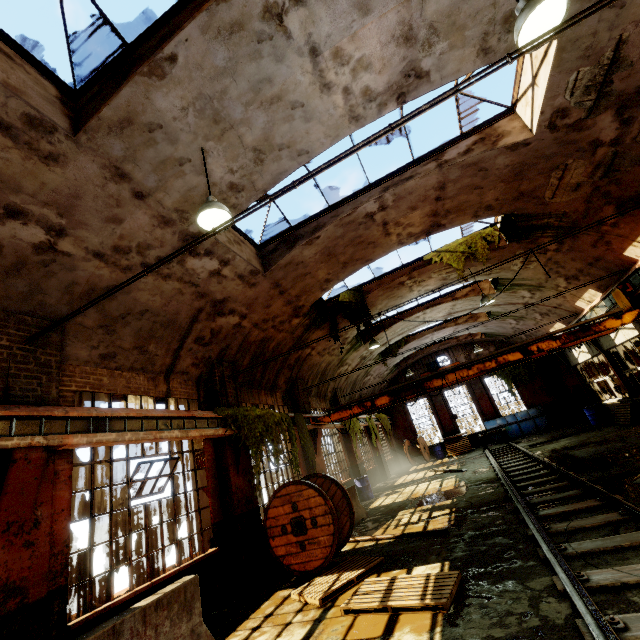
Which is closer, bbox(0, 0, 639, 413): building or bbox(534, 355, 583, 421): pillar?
bbox(0, 0, 639, 413): building

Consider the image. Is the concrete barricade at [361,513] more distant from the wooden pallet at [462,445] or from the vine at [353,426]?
the wooden pallet at [462,445]

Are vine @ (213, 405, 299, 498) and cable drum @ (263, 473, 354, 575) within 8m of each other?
yes

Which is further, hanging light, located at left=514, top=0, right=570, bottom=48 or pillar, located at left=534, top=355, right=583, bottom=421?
pillar, located at left=534, top=355, right=583, bottom=421

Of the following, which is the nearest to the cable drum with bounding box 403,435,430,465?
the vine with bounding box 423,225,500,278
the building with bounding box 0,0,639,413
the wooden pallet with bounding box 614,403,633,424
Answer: the building with bounding box 0,0,639,413

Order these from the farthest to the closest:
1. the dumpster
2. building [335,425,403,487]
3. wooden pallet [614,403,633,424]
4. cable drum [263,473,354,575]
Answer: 1. the dumpster
2. building [335,425,403,487]
3. wooden pallet [614,403,633,424]
4. cable drum [263,473,354,575]

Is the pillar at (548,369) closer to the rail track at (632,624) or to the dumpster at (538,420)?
the dumpster at (538,420)

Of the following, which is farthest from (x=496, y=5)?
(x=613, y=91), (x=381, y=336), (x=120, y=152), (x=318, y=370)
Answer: (x=381, y=336)
